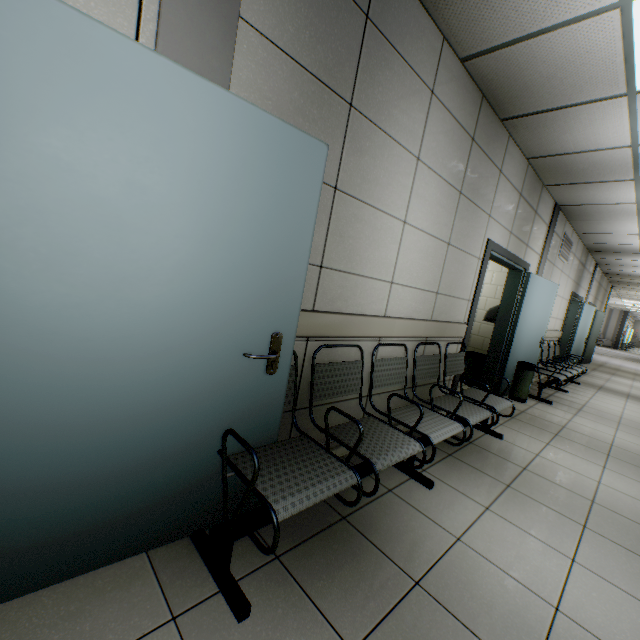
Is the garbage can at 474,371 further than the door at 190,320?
Yes

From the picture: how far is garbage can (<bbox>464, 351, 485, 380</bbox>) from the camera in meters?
5.7 m

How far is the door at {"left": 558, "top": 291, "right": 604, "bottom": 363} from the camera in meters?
9.1

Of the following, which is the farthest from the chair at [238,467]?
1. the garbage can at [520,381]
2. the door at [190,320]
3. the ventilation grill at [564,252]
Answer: the ventilation grill at [564,252]

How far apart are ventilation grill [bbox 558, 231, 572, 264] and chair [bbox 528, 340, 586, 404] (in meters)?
1.66

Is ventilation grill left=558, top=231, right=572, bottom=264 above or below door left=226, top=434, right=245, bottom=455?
above

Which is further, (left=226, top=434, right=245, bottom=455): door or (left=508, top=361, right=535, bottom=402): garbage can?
(left=508, top=361, right=535, bottom=402): garbage can

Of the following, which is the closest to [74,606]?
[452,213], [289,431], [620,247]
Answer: [289,431]
